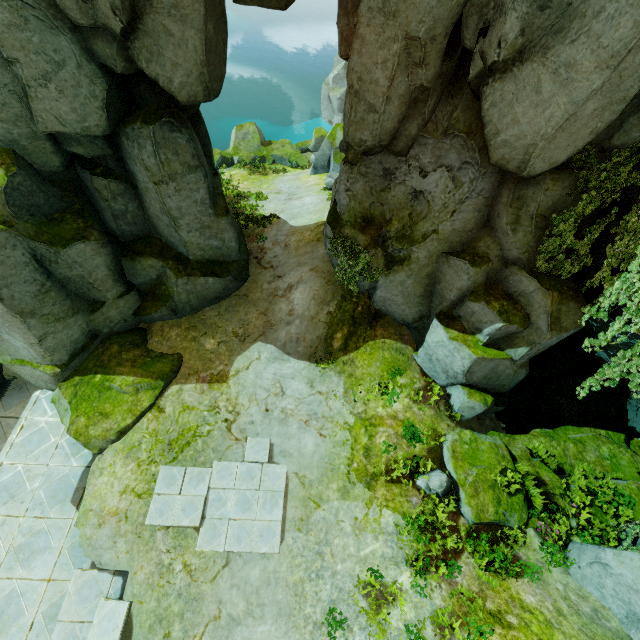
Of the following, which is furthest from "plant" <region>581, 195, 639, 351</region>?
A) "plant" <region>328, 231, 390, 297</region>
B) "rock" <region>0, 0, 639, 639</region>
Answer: "plant" <region>328, 231, 390, 297</region>

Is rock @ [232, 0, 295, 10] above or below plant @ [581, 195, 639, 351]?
above

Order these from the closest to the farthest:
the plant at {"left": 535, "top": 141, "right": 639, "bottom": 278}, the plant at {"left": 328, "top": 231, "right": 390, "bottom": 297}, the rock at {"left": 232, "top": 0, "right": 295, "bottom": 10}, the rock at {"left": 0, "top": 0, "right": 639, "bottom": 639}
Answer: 1. the rock at {"left": 0, "top": 0, "right": 639, "bottom": 639}
2. the plant at {"left": 535, "top": 141, "right": 639, "bottom": 278}
3. the rock at {"left": 232, "top": 0, "right": 295, "bottom": 10}
4. the plant at {"left": 328, "top": 231, "right": 390, "bottom": 297}

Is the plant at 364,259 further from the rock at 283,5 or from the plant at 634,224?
the plant at 634,224

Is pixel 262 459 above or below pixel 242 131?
above

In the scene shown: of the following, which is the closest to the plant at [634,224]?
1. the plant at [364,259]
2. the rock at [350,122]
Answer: the rock at [350,122]

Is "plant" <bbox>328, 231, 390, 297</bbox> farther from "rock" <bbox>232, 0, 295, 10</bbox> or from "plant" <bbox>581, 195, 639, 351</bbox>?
"plant" <bbox>581, 195, 639, 351</bbox>
